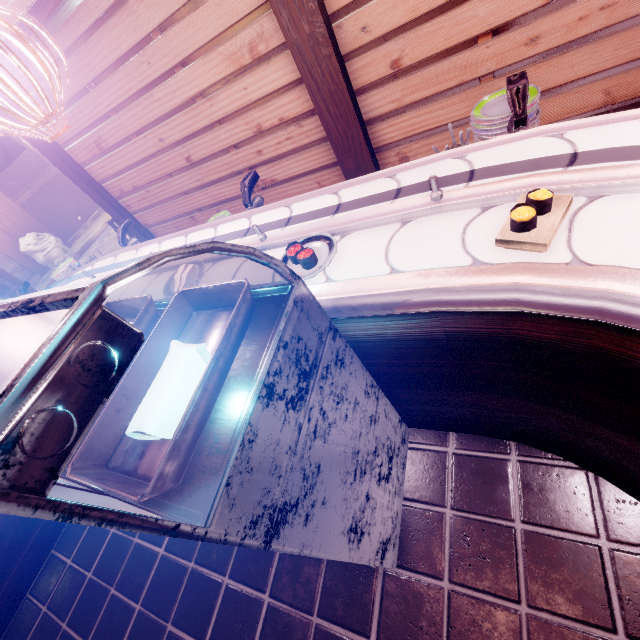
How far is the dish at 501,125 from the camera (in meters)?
2.61

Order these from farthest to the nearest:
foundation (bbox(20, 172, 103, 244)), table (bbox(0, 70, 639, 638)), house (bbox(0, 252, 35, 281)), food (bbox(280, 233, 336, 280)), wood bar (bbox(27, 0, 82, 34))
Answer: foundation (bbox(20, 172, 103, 244)) < house (bbox(0, 252, 35, 281)) < wood bar (bbox(27, 0, 82, 34)) < food (bbox(280, 233, 336, 280)) < table (bbox(0, 70, 639, 638))

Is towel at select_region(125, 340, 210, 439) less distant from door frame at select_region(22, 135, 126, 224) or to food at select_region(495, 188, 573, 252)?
food at select_region(495, 188, 573, 252)

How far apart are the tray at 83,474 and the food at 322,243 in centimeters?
37cm

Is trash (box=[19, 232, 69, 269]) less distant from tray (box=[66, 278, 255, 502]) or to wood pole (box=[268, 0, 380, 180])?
wood pole (box=[268, 0, 380, 180])

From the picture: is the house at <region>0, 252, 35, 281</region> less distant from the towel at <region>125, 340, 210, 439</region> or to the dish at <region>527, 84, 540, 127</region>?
the towel at <region>125, 340, 210, 439</region>

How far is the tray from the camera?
1.49m

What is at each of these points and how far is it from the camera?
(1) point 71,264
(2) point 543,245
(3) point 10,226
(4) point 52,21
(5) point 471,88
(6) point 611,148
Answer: (1) dish, 5.96m
(2) food, 1.54m
(3) stick, 15.52m
(4) wood bar, 6.05m
(5) building, 5.80m
(6) table, 1.82m
